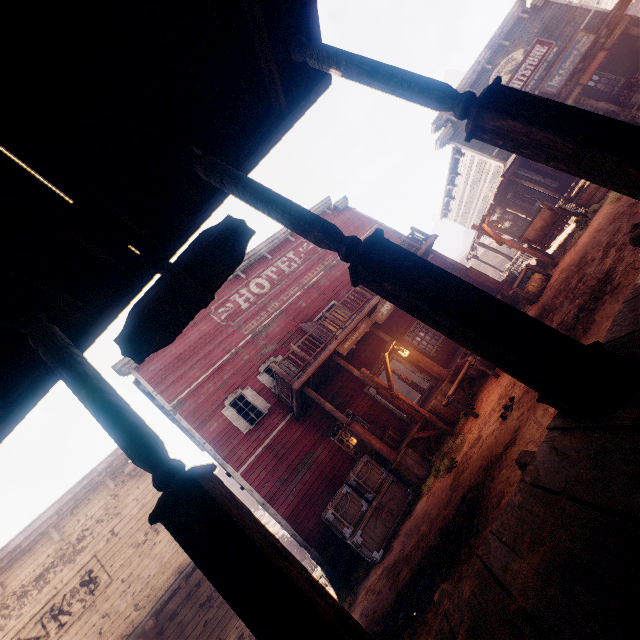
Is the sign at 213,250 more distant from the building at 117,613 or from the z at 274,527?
the z at 274,527

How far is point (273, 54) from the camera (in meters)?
3.35

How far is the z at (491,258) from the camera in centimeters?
3991cm

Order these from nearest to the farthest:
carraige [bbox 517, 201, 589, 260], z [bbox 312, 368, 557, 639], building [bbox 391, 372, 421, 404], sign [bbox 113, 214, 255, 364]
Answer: sign [bbox 113, 214, 255, 364]
z [bbox 312, 368, 557, 639]
carraige [bbox 517, 201, 589, 260]
building [bbox 391, 372, 421, 404]

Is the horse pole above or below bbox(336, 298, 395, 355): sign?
below

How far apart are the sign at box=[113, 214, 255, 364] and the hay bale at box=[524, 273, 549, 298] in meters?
11.0

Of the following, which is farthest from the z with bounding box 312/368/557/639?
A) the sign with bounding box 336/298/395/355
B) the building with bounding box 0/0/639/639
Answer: the sign with bounding box 336/298/395/355

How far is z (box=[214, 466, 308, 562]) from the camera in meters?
27.5 m
